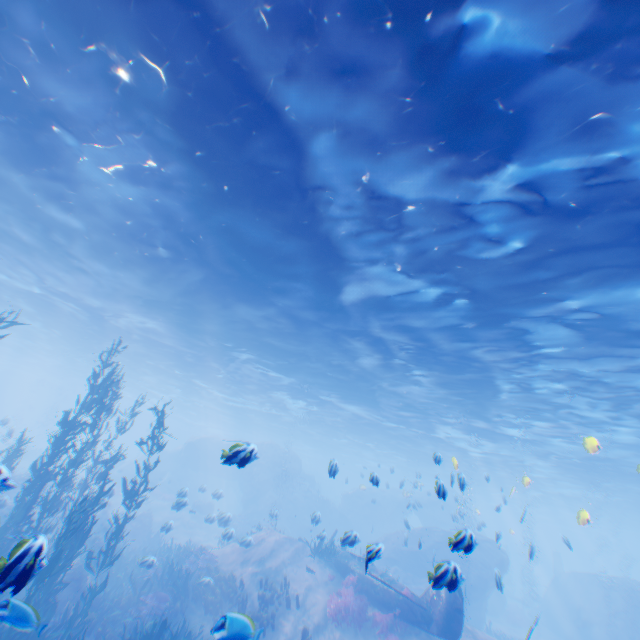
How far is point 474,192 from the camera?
7.7m

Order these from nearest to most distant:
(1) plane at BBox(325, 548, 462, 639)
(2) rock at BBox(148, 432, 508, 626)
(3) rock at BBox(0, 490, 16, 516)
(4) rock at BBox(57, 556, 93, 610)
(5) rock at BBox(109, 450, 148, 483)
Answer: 1. (1) plane at BBox(325, 548, 462, 639)
2. (4) rock at BBox(57, 556, 93, 610)
3. (3) rock at BBox(0, 490, 16, 516)
4. (2) rock at BBox(148, 432, 508, 626)
5. (5) rock at BBox(109, 450, 148, 483)

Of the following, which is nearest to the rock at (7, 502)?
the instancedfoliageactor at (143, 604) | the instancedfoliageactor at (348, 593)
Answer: the instancedfoliageactor at (143, 604)

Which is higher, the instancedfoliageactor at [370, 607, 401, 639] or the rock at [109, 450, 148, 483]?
the rock at [109, 450, 148, 483]

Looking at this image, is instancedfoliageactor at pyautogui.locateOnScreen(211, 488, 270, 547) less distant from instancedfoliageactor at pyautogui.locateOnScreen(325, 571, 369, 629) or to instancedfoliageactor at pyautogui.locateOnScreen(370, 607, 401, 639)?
instancedfoliageactor at pyautogui.locateOnScreen(325, 571, 369, 629)

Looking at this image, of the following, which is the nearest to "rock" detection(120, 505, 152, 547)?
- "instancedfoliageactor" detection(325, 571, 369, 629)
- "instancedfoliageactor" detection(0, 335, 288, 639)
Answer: "instancedfoliageactor" detection(0, 335, 288, 639)

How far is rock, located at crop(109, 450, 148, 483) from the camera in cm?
3369

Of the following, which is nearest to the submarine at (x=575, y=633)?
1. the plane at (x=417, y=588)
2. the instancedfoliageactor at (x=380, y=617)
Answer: the plane at (x=417, y=588)
